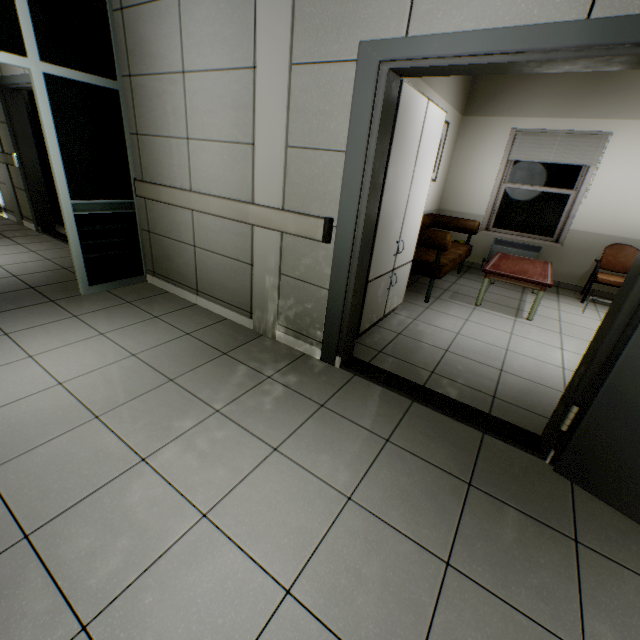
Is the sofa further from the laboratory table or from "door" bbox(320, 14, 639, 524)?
"door" bbox(320, 14, 639, 524)

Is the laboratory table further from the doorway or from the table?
the doorway

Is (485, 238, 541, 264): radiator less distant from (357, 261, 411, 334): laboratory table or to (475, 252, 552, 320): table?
(475, 252, 552, 320): table

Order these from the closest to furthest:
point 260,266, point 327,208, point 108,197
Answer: point 327,208 → point 260,266 → point 108,197

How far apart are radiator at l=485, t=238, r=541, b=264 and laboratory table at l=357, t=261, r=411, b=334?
3.28m

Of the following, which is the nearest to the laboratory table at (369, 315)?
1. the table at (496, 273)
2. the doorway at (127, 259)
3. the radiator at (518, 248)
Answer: the table at (496, 273)

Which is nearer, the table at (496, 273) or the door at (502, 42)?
the door at (502, 42)

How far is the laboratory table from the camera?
2.98m
